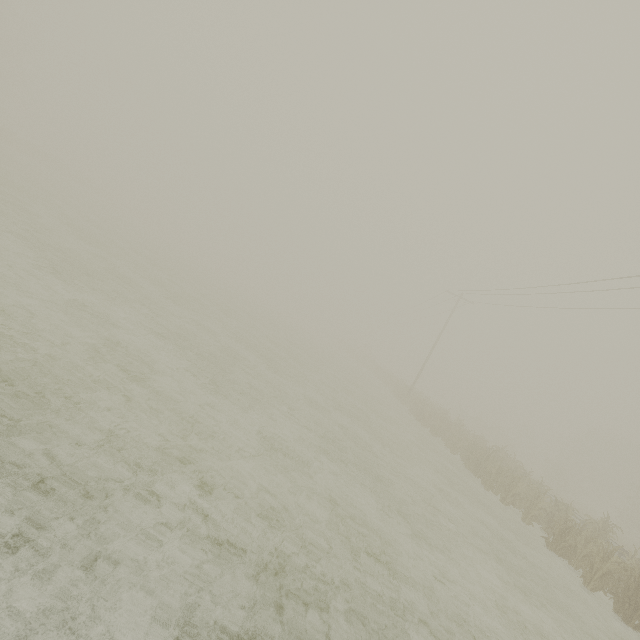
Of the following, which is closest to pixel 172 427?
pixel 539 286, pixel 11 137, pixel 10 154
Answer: pixel 539 286
